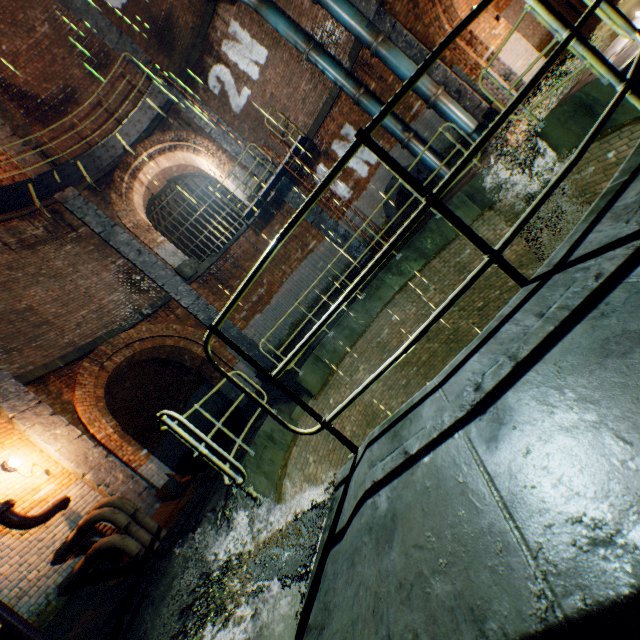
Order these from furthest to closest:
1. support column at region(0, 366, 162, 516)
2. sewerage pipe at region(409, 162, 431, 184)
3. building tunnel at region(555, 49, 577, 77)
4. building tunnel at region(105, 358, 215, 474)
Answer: building tunnel at region(105, 358, 215, 474) < sewerage pipe at region(409, 162, 431, 184) < building tunnel at region(555, 49, 577, 77) < support column at region(0, 366, 162, 516)

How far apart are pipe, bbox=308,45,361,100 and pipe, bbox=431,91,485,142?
2.2m

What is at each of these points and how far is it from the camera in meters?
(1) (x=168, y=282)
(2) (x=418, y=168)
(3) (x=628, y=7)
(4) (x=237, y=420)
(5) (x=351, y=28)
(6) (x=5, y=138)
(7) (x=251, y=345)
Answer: (1) support column, 11.1 m
(2) sewerage pipe, 10.5 m
(3) building tunnel, 7.5 m
(4) building tunnel, 12.3 m
(5) pipe, 8.8 m
(6) support column, 10.5 m
(7) support column, 11.4 m

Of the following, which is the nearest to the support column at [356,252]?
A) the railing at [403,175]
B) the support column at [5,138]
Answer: the support column at [5,138]

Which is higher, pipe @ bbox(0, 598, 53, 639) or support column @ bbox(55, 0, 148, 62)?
support column @ bbox(55, 0, 148, 62)

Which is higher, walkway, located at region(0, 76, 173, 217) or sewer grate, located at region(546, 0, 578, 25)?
walkway, located at region(0, 76, 173, 217)

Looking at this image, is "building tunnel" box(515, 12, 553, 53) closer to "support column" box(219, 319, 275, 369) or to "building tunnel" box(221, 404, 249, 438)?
"support column" box(219, 319, 275, 369)

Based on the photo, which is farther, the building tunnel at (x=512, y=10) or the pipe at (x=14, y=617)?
the building tunnel at (x=512, y=10)
